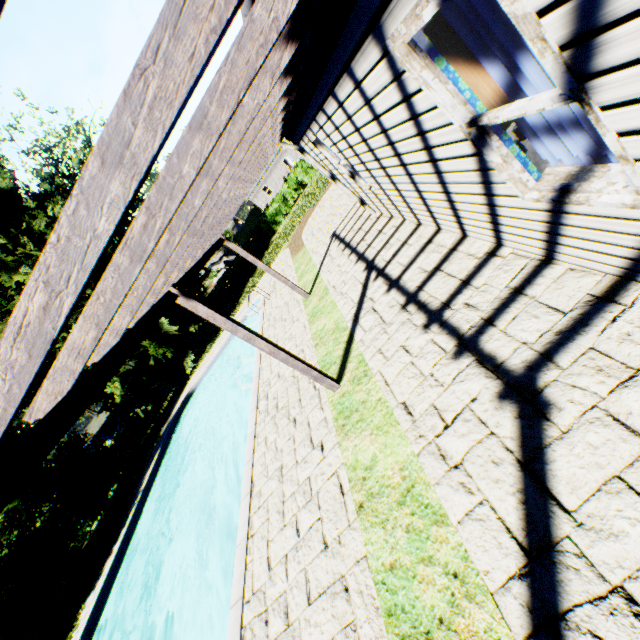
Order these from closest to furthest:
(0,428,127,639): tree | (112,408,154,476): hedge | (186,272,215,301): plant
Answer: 1. (0,428,127,639): tree
2. (186,272,215,301): plant
3. (112,408,154,476): hedge

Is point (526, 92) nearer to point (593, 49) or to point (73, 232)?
point (593, 49)

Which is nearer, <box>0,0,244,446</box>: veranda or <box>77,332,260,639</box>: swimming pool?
<box>0,0,244,446</box>: veranda

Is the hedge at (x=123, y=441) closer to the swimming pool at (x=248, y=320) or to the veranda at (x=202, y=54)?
the swimming pool at (x=248, y=320)

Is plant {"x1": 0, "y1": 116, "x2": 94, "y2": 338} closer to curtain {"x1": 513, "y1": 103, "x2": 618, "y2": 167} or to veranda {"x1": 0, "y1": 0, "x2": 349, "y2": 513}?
veranda {"x1": 0, "y1": 0, "x2": 349, "y2": 513}

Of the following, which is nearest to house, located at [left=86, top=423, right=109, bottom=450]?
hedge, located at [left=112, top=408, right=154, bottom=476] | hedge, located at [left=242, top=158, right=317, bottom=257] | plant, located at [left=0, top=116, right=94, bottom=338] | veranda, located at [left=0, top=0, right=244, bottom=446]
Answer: plant, located at [left=0, top=116, right=94, bottom=338]

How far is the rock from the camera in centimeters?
4669cm

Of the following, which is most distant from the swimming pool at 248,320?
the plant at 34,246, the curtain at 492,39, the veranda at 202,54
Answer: the curtain at 492,39
